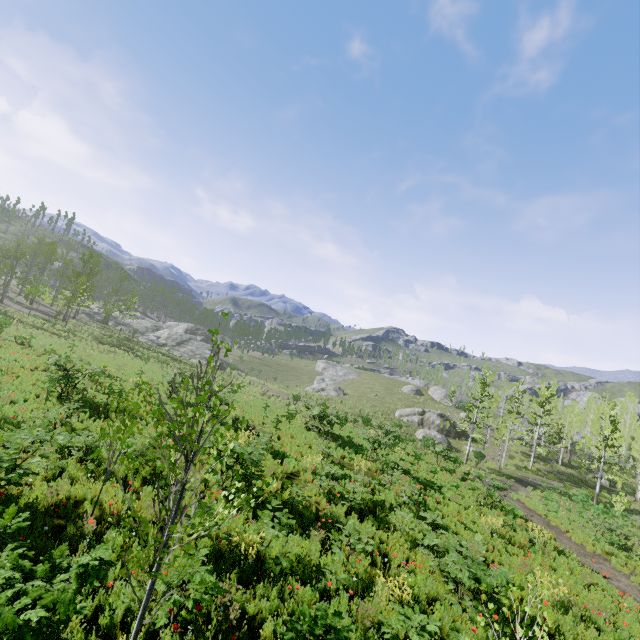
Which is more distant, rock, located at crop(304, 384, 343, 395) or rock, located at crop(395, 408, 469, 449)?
rock, located at crop(304, 384, 343, 395)

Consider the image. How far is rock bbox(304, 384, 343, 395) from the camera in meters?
56.1

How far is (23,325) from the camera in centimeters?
3036cm

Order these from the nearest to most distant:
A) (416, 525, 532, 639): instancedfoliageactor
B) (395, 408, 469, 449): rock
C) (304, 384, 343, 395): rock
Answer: (416, 525, 532, 639): instancedfoliageactor, (395, 408, 469, 449): rock, (304, 384, 343, 395): rock

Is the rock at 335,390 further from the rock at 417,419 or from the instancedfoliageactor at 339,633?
the instancedfoliageactor at 339,633

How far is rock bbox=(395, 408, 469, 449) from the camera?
39.8 meters

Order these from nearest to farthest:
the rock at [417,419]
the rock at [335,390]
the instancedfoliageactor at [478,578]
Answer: the instancedfoliageactor at [478,578] < the rock at [417,419] < the rock at [335,390]

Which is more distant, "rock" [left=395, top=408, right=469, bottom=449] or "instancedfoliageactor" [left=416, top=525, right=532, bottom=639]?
"rock" [left=395, top=408, right=469, bottom=449]
